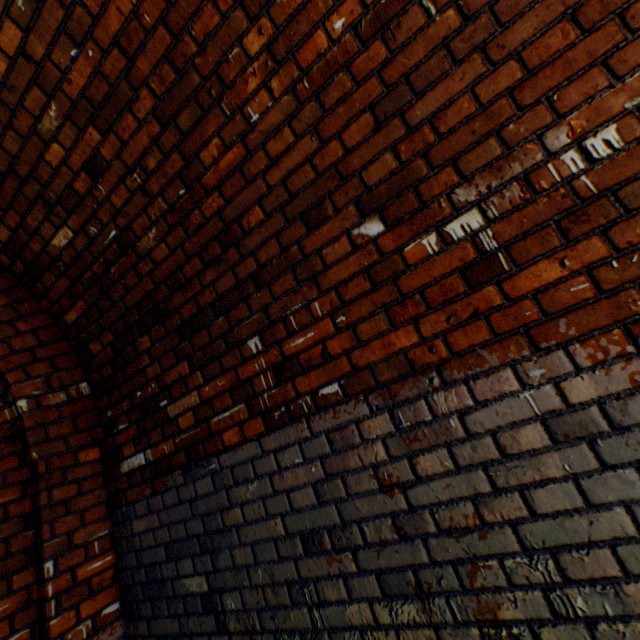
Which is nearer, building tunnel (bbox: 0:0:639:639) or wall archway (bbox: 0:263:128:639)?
building tunnel (bbox: 0:0:639:639)

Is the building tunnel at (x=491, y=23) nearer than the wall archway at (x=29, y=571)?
Yes

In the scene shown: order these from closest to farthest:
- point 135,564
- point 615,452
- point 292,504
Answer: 1. point 615,452
2. point 292,504
3. point 135,564
